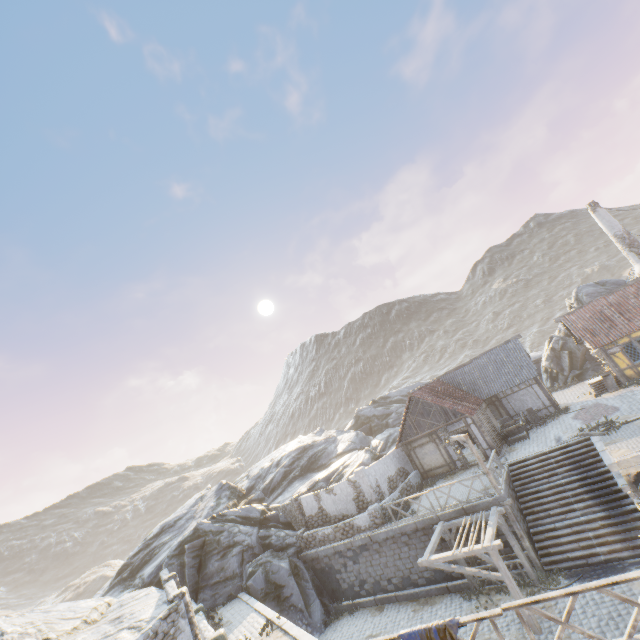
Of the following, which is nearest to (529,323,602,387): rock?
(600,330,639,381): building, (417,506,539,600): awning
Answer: (600,330,639,381): building

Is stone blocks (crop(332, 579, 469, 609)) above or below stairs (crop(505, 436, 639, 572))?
below

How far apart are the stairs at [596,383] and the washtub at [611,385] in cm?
4

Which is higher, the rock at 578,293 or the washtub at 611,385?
the rock at 578,293

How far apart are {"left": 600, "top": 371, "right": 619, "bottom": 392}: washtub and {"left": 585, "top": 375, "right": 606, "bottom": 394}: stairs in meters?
0.0

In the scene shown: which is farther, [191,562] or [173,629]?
[191,562]

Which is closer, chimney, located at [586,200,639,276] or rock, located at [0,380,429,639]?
rock, located at [0,380,429,639]

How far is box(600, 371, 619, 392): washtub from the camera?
21.8 meters
